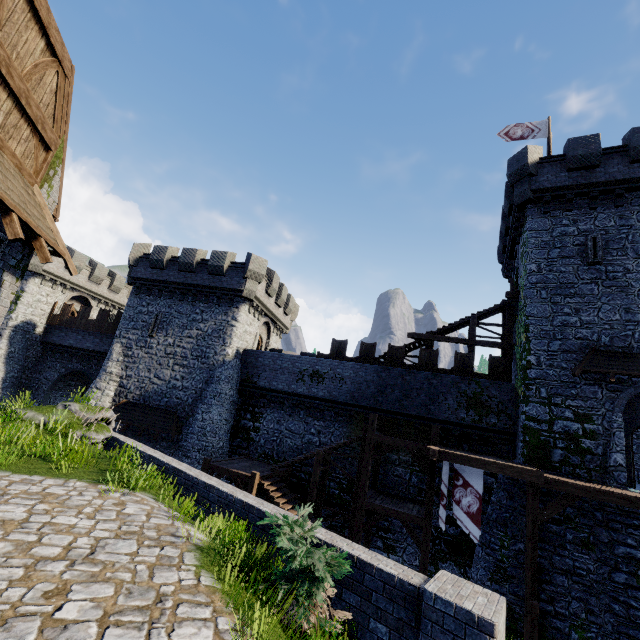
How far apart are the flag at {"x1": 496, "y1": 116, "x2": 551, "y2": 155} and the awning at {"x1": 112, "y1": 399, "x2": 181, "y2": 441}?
27.9m

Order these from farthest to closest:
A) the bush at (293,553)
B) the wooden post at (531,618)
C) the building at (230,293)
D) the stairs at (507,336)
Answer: the building at (230,293), the stairs at (507,336), the wooden post at (531,618), the bush at (293,553)

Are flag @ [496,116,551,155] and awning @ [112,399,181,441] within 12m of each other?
no

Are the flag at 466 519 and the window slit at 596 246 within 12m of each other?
yes

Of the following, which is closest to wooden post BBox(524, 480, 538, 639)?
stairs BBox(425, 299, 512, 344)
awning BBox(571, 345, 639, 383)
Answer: awning BBox(571, 345, 639, 383)

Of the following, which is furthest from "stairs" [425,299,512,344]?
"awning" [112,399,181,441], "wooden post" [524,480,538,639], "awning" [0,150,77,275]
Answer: "awning" [0,150,77,275]

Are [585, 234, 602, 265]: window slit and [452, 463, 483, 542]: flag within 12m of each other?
yes

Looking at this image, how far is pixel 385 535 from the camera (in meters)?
17.66
